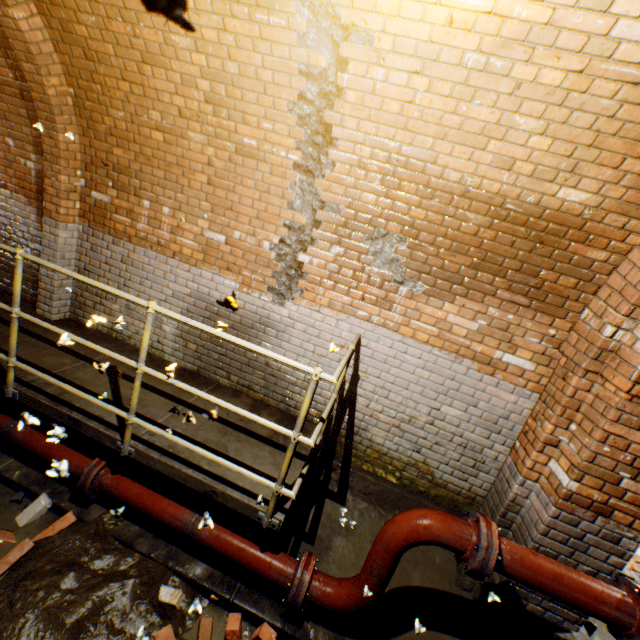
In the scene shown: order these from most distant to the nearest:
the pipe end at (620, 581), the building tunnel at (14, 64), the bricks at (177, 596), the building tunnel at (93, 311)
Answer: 1. the building tunnel at (93, 311)
2. the building tunnel at (14, 64)
3. the bricks at (177, 596)
4. the pipe end at (620, 581)

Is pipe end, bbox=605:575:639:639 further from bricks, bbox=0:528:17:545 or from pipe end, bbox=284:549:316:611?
bricks, bbox=0:528:17:545

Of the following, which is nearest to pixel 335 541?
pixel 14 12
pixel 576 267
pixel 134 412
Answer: pixel 134 412

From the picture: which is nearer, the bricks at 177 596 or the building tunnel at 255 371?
the bricks at 177 596

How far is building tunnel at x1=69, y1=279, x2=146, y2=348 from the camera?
4.1m

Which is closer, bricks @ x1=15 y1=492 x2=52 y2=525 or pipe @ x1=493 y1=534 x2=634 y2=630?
pipe @ x1=493 y1=534 x2=634 y2=630

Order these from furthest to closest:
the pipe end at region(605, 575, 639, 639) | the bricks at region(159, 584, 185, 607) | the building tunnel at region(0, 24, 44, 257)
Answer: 1. the building tunnel at region(0, 24, 44, 257)
2. the bricks at region(159, 584, 185, 607)
3. the pipe end at region(605, 575, 639, 639)

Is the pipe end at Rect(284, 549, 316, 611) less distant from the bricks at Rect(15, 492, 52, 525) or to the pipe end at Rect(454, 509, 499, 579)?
the pipe end at Rect(454, 509, 499, 579)
